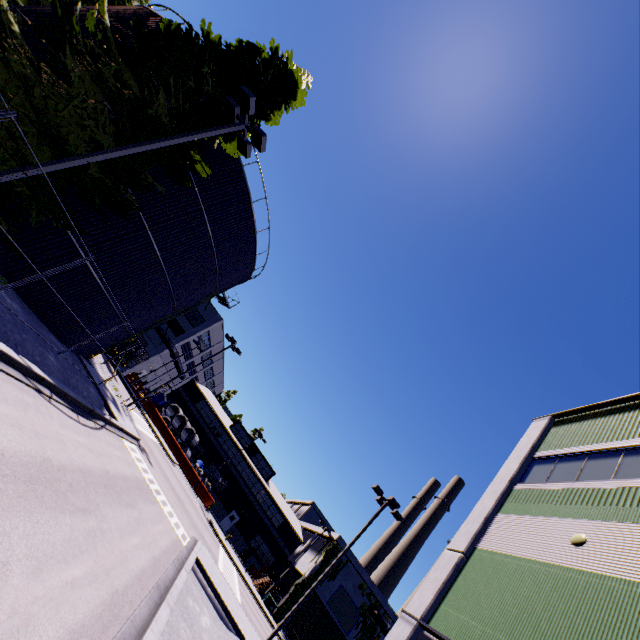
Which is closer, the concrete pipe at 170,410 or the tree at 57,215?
the tree at 57,215

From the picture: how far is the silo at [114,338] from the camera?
18.9m

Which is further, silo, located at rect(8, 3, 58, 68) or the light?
silo, located at rect(8, 3, 58, 68)

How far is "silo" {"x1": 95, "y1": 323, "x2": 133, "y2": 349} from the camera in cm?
1888

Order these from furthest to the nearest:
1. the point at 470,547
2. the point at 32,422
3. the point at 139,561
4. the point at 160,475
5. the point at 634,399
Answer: the point at 160,475
the point at 634,399
the point at 470,547
the point at 139,561
the point at 32,422

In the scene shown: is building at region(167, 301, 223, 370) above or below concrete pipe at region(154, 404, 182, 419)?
above

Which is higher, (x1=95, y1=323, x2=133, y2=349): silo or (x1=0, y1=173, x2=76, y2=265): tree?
(x1=0, y1=173, x2=76, y2=265): tree

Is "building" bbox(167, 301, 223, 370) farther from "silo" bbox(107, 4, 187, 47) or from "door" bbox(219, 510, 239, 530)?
"silo" bbox(107, 4, 187, 47)
